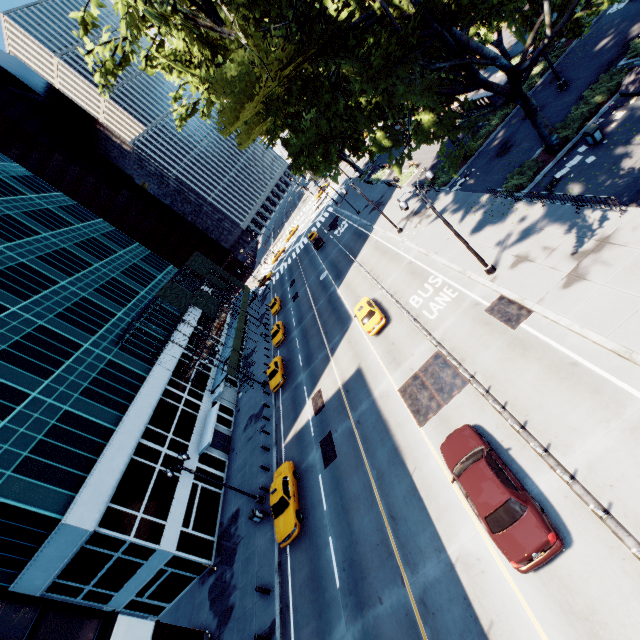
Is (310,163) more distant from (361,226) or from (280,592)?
(361,226)

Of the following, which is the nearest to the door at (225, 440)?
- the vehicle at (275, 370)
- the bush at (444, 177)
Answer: the vehicle at (275, 370)

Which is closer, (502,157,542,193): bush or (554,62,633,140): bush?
(554,62,633,140): bush

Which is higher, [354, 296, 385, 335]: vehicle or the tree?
the tree

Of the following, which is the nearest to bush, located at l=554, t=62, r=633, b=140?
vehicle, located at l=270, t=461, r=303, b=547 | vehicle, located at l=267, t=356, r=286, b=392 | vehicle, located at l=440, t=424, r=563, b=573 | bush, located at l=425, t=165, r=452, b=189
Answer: bush, located at l=425, t=165, r=452, b=189

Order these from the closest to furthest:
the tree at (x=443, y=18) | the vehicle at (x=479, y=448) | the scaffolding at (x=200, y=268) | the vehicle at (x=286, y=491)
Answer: the vehicle at (x=479, y=448)
the tree at (x=443, y=18)
the vehicle at (x=286, y=491)
the scaffolding at (x=200, y=268)

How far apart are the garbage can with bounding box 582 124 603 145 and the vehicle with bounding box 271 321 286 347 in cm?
3241

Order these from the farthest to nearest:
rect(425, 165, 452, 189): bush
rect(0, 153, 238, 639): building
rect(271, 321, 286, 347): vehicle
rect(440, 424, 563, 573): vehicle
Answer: rect(271, 321, 286, 347): vehicle → rect(425, 165, 452, 189): bush → rect(0, 153, 238, 639): building → rect(440, 424, 563, 573): vehicle
